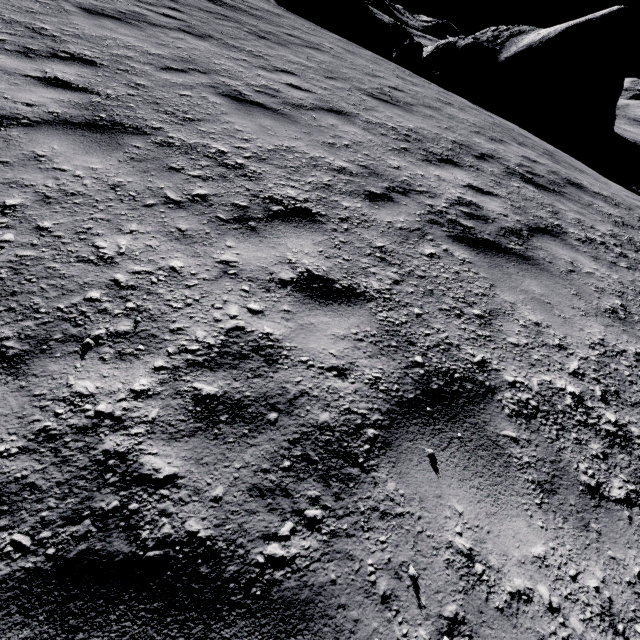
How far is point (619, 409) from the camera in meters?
2.5 m
